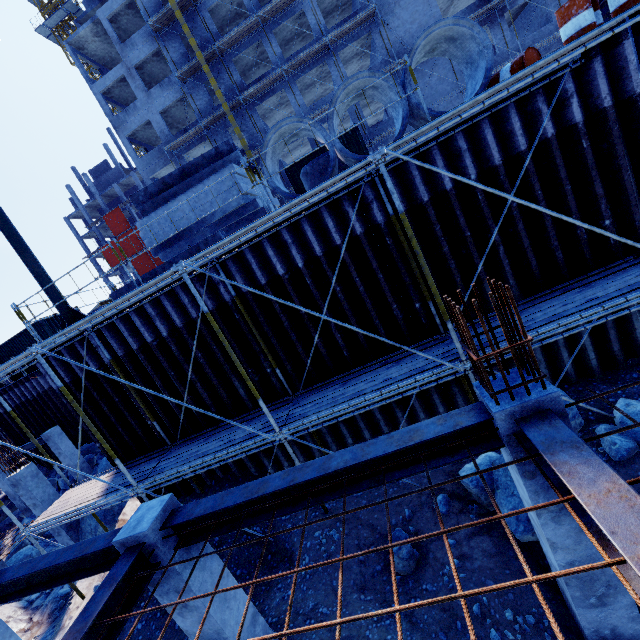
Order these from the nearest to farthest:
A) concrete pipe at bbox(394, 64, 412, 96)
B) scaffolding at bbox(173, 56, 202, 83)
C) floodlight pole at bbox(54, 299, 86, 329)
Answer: concrete pipe at bbox(394, 64, 412, 96)
floodlight pole at bbox(54, 299, 86, 329)
scaffolding at bbox(173, 56, 202, 83)

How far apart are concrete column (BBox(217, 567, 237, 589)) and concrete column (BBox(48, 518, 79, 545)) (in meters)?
10.35

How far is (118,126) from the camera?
29.5 meters

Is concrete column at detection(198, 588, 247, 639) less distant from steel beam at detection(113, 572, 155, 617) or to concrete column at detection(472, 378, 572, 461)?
steel beam at detection(113, 572, 155, 617)

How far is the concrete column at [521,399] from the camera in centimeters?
301cm

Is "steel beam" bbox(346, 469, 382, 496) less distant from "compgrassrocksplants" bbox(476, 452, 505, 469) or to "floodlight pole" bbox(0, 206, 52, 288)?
"compgrassrocksplants" bbox(476, 452, 505, 469)

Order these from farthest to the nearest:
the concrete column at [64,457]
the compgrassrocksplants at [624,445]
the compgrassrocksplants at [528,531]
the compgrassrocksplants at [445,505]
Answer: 1. the concrete column at [64,457]
2. the compgrassrocksplants at [445,505]
3. the compgrassrocksplants at [624,445]
4. the compgrassrocksplants at [528,531]

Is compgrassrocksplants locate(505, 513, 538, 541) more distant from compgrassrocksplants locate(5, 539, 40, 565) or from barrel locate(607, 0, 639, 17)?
compgrassrocksplants locate(5, 539, 40, 565)
